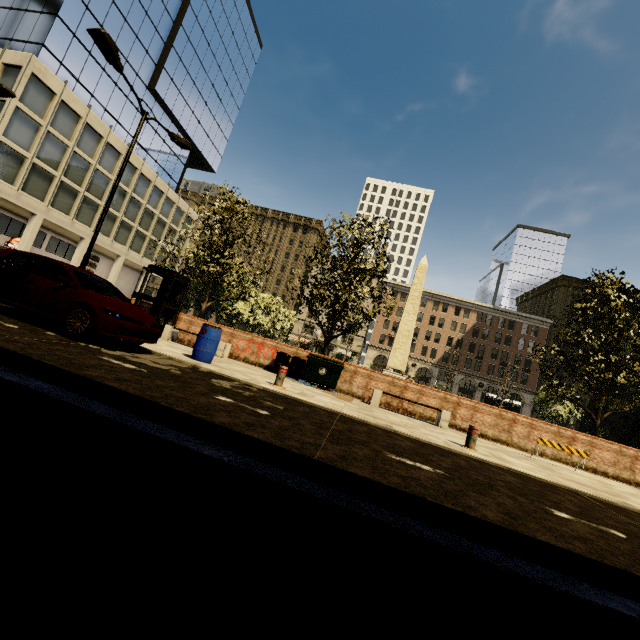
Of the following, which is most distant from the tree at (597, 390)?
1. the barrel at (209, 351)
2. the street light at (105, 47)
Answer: the barrel at (209, 351)

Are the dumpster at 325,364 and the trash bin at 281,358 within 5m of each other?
yes

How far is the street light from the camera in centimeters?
906cm

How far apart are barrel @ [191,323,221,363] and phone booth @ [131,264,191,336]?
4.5m

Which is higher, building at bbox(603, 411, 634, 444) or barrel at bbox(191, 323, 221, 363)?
building at bbox(603, 411, 634, 444)

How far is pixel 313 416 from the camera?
5.96m

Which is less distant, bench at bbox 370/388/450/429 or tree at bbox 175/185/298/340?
bench at bbox 370/388/450/429

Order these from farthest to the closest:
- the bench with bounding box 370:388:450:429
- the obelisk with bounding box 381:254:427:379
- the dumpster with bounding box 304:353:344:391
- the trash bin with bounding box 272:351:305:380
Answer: the obelisk with bounding box 381:254:427:379 → the trash bin with bounding box 272:351:305:380 → the dumpster with bounding box 304:353:344:391 → the bench with bounding box 370:388:450:429
